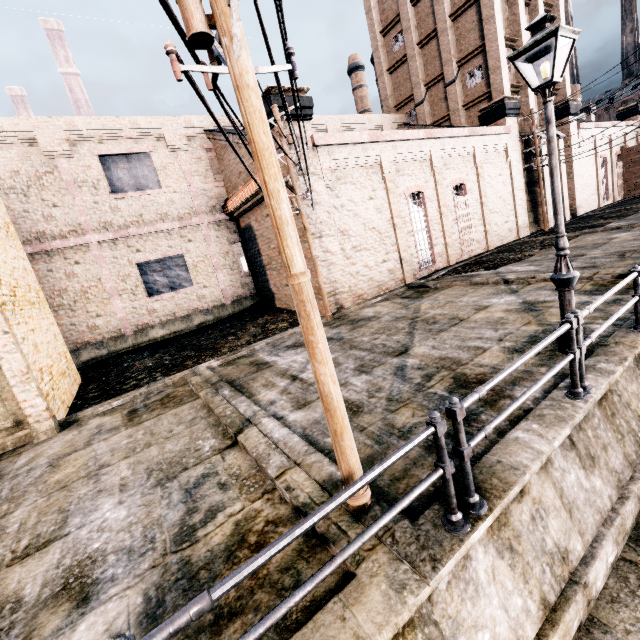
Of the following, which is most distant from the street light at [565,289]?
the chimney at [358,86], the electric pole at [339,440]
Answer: the chimney at [358,86]

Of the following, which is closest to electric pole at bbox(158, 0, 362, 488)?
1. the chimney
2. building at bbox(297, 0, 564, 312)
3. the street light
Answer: building at bbox(297, 0, 564, 312)

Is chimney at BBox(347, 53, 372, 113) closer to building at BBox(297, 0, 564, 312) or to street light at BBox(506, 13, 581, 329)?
building at BBox(297, 0, 564, 312)

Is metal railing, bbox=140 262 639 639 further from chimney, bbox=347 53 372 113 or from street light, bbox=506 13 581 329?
chimney, bbox=347 53 372 113

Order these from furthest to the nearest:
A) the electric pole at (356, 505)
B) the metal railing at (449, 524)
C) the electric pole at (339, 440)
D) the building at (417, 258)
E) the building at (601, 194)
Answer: the building at (601, 194), the building at (417, 258), the electric pole at (356, 505), the electric pole at (339, 440), the metal railing at (449, 524)

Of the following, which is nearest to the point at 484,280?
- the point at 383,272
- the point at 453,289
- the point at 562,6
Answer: the point at 453,289

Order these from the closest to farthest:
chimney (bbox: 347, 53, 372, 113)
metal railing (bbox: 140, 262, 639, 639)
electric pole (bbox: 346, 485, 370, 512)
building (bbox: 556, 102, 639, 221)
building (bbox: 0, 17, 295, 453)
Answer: metal railing (bbox: 140, 262, 639, 639) → electric pole (bbox: 346, 485, 370, 512) → building (bbox: 0, 17, 295, 453) → building (bbox: 556, 102, 639, 221) → chimney (bbox: 347, 53, 372, 113)

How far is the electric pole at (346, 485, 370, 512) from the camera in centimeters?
371cm
